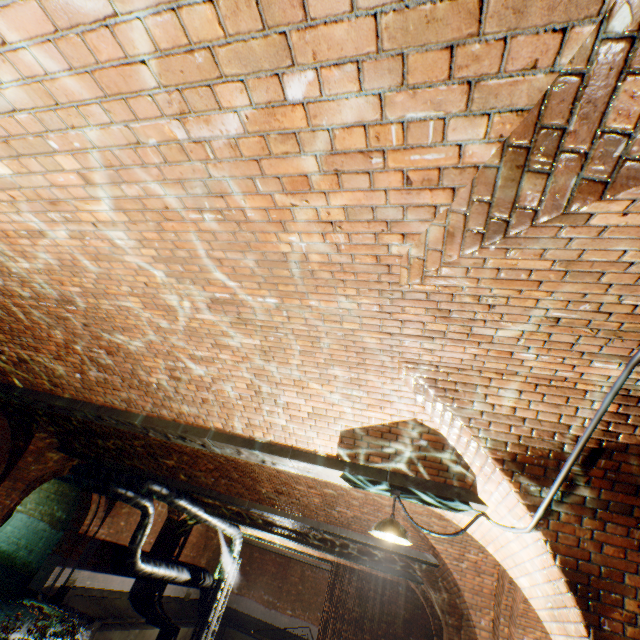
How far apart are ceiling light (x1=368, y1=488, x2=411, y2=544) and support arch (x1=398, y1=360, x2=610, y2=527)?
0.7 meters

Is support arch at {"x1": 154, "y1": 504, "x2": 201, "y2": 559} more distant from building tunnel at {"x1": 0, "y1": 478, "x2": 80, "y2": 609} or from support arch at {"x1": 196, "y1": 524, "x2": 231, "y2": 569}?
building tunnel at {"x1": 0, "y1": 478, "x2": 80, "y2": 609}

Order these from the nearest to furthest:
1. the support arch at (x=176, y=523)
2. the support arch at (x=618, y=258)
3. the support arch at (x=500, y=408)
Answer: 1. the support arch at (x=618, y=258)
2. the support arch at (x=500, y=408)
3. the support arch at (x=176, y=523)

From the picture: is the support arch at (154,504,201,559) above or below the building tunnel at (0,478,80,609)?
above

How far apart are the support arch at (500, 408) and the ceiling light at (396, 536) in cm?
73

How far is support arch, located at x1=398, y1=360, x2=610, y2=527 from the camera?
2.4m

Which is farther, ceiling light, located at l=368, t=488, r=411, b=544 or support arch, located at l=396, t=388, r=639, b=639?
ceiling light, located at l=368, t=488, r=411, b=544

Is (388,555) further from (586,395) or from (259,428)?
(586,395)
